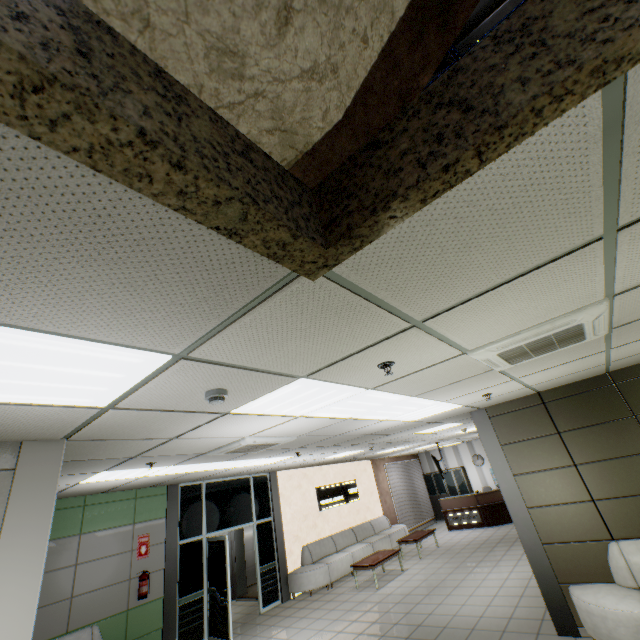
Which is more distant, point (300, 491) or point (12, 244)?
point (300, 491)

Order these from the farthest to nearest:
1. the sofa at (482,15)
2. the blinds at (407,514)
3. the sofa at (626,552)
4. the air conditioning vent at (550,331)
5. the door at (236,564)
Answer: the blinds at (407,514) → the door at (236,564) → the sofa at (626,552) → the air conditioning vent at (550,331) → the sofa at (482,15)

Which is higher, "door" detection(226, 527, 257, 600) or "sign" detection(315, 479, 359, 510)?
"sign" detection(315, 479, 359, 510)

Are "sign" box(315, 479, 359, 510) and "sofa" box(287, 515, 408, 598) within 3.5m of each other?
yes

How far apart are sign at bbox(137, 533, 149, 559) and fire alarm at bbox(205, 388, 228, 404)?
7.0 meters

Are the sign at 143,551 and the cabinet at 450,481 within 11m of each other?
no

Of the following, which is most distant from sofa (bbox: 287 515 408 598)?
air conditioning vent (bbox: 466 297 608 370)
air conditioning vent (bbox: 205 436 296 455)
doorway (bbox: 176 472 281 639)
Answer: air conditioning vent (bbox: 466 297 608 370)

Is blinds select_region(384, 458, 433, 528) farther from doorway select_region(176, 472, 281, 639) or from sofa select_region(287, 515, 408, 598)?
doorway select_region(176, 472, 281, 639)
